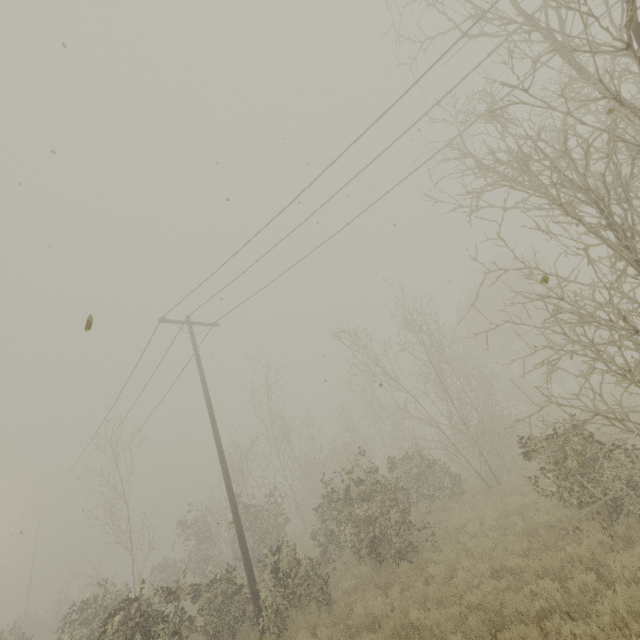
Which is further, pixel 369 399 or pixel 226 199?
pixel 369 399
